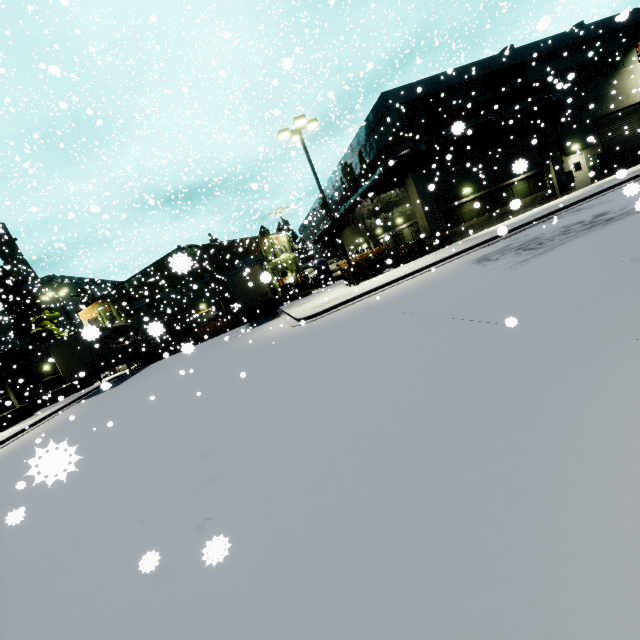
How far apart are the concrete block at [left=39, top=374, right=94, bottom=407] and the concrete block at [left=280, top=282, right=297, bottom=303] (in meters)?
18.73

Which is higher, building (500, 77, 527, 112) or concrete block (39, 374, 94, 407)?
building (500, 77, 527, 112)

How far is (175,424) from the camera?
7.48m

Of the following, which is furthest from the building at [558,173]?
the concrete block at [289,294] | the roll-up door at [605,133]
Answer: the concrete block at [289,294]

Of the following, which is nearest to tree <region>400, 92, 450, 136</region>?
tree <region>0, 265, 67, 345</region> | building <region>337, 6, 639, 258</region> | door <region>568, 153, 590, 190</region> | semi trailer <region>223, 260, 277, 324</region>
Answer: building <region>337, 6, 639, 258</region>

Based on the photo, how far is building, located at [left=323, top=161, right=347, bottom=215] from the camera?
32.48m

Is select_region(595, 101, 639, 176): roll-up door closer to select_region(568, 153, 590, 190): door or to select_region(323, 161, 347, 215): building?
select_region(323, 161, 347, 215): building

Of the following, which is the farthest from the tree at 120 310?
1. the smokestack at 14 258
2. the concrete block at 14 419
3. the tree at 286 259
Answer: the tree at 286 259
